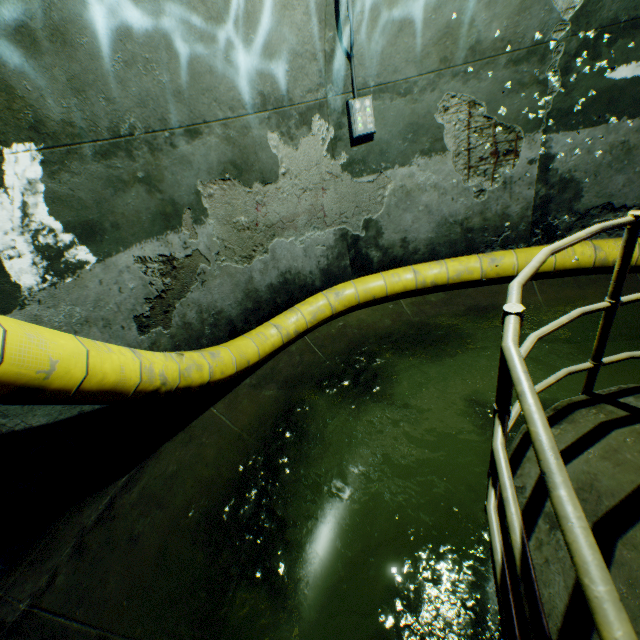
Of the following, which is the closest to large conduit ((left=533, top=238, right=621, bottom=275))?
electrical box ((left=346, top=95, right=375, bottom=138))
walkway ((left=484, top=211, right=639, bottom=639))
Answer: walkway ((left=484, top=211, right=639, bottom=639))

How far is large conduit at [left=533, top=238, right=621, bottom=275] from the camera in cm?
432

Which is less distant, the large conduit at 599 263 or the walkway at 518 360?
the walkway at 518 360

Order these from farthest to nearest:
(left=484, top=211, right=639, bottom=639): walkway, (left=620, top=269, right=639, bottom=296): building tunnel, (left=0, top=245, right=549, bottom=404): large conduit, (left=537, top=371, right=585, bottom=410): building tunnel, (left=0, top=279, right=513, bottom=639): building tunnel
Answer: (left=620, top=269, right=639, bottom=296): building tunnel < (left=537, top=371, right=585, bottom=410): building tunnel < (left=0, top=279, right=513, bottom=639): building tunnel < (left=0, top=245, right=549, bottom=404): large conduit < (left=484, top=211, right=639, bottom=639): walkway

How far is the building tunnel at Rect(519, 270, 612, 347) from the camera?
4.3 meters

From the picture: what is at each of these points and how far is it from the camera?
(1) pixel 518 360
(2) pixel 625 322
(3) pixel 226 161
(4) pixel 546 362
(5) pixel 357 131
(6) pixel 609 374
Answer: (1) walkway, 0.9 meters
(2) building tunnel, 4.0 meters
(3) building tunnel, 3.6 meters
(4) building tunnel, 3.9 meters
(5) electrical box, 3.9 meters
(6) building tunnel, 3.5 meters

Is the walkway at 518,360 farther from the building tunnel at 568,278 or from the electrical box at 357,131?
the electrical box at 357,131

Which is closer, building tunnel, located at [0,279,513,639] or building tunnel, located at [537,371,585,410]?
building tunnel, located at [0,279,513,639]
